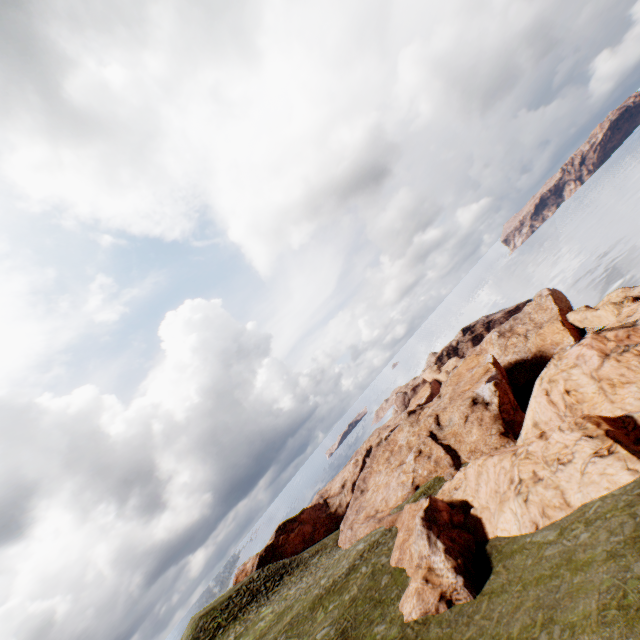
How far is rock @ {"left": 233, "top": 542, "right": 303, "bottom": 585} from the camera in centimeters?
5650cm

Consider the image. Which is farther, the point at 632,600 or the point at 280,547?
the point at 280,547

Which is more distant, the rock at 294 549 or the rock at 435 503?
the rock at 294 549

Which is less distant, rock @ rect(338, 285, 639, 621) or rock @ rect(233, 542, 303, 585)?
rock @ rect(338, 285, 639, 621)

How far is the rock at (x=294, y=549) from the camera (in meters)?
56.50
